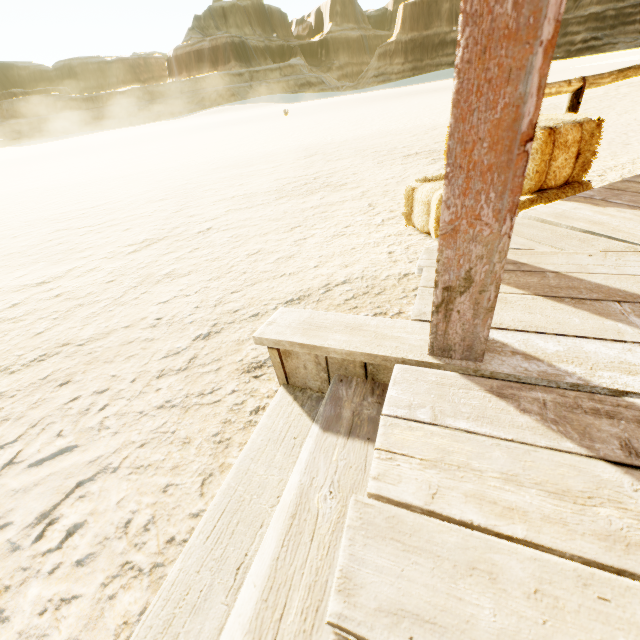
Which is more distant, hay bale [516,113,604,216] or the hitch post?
the hitch post

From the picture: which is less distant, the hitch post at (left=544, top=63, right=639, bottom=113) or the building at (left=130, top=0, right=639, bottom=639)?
the building at (left=130, top=0, right=639, bottom=639)

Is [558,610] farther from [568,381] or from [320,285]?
[320,285]

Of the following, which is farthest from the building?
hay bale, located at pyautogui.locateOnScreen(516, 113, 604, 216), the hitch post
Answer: the hitch post

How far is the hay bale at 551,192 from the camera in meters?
2.1

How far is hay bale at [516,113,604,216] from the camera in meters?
2.1 m

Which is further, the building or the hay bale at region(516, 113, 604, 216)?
the hay bale at region(516, 113, 604, 216)
